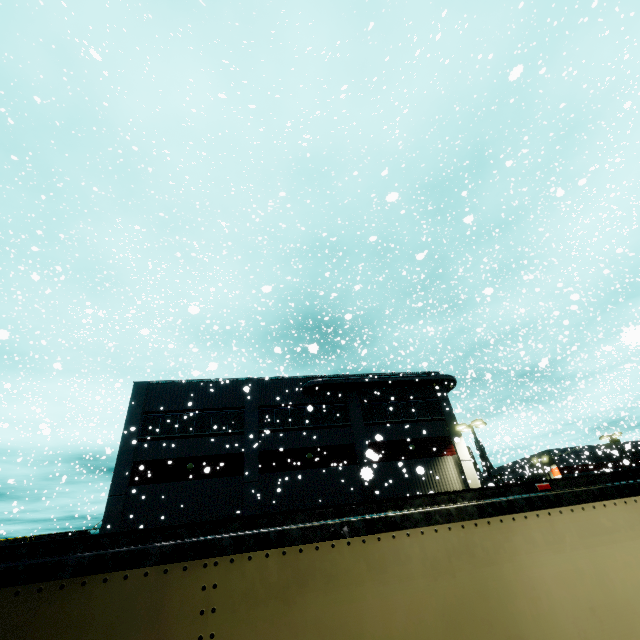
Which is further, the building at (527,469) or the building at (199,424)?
the building at (527,469)

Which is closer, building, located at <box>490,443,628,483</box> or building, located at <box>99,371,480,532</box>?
building, located at <box>99,371,480,532</box>

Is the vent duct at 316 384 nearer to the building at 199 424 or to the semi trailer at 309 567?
the building at 199 424

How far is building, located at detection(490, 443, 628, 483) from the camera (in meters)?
40.43

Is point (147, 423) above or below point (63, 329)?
below

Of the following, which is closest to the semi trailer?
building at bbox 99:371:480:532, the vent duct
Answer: building at bbox 99:371:480:532

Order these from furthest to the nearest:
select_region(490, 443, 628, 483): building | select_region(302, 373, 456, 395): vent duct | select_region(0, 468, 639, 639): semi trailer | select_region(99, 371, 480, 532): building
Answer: select_region(490, 443, 628, 483): building < select_region(302, 373, 456, 395): vent duct < select_region(99, 371, 480, 532): building < select_region(0, 468, 639, 639): semi trailer

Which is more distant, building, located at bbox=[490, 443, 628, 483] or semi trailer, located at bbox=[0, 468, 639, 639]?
building, located at bbox=[490, 443, 628, 483]
